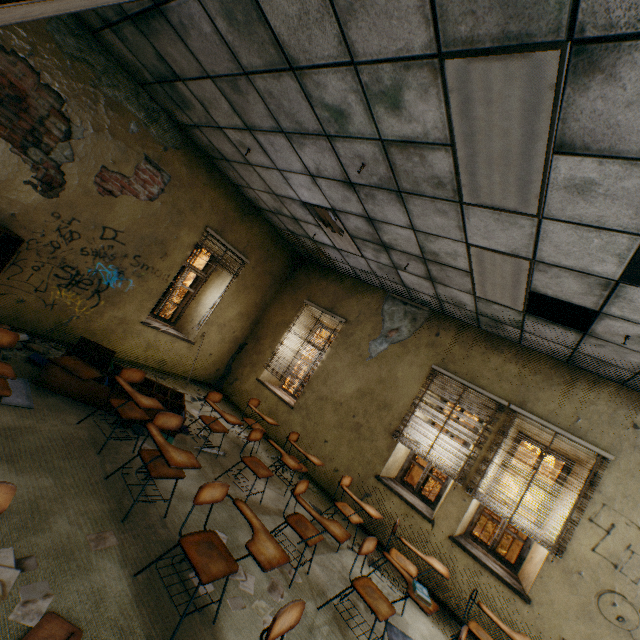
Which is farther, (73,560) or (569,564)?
(569,564)

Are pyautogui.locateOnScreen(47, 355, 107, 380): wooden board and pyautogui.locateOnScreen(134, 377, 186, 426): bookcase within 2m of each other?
yes

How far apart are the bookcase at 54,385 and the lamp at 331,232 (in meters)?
3.68

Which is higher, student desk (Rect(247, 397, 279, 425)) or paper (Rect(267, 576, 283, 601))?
student desk (Rect(247, 397, 279, 425))

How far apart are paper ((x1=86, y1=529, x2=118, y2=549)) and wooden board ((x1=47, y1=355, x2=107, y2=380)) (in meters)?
2.05

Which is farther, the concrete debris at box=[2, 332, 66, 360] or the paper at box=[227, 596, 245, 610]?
A: the concrete debris at box=[2, 332, 66, 360]

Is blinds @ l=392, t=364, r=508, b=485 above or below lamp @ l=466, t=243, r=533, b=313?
below

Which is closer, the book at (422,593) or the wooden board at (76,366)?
the book at (422,593)
